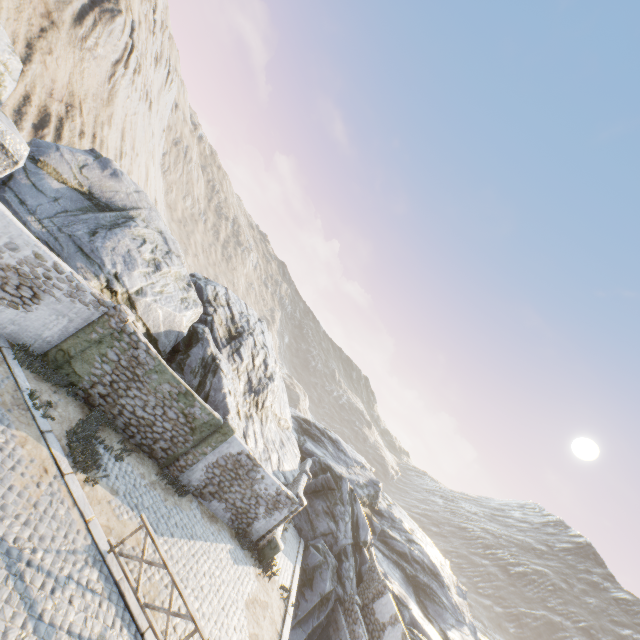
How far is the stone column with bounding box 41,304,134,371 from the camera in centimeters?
1112cm

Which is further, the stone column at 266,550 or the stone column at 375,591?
the stone column at 375,591

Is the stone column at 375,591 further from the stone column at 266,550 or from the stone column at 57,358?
the stone column at 57,358

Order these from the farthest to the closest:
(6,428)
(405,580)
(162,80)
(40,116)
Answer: (162,80) < (405,580) < (40,116) < (6,428)

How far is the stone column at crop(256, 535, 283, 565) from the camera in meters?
15.4 m

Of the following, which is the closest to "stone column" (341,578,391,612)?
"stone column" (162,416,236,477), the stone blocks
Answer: the stone blocks

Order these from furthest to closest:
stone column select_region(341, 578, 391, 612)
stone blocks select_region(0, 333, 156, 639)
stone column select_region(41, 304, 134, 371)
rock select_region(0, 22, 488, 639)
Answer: stone column select_region(341, 578, 391, 612) < rock select_region(0, 22, 488, 639) < stone column select_region(41, 304, 134, 371) < stone blocks select_region(0, 333, 156, 639)

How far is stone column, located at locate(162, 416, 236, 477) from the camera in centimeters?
1341cm
